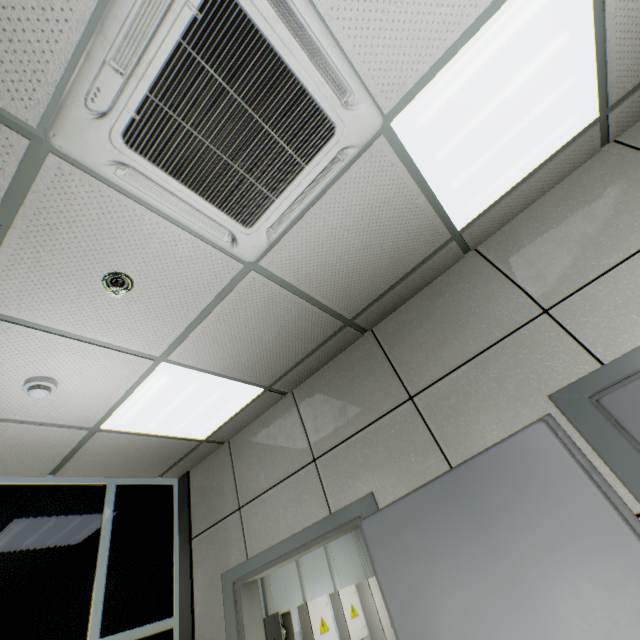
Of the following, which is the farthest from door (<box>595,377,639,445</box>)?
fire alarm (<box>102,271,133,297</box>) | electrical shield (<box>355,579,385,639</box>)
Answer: electrical shield (<box>355,579,385,639</box>)

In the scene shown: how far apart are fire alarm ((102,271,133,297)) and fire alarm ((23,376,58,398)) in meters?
0.9 m

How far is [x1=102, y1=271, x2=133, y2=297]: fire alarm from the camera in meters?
1.7 m

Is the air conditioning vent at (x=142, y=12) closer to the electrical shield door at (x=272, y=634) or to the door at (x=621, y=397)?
the door at (x=621, y=397)

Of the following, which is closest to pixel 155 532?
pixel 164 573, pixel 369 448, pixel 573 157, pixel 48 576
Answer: pixel 164 573

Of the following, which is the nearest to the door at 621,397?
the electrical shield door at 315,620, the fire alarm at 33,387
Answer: the fire alarm at 33,387

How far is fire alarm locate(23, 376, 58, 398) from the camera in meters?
2.0

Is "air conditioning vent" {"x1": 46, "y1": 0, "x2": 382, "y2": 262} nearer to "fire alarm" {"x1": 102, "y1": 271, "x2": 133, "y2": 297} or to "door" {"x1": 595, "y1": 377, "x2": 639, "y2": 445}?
"fire alarm" {"x1": 102, "y1": 271, "x2": 133, "y2": 297}
